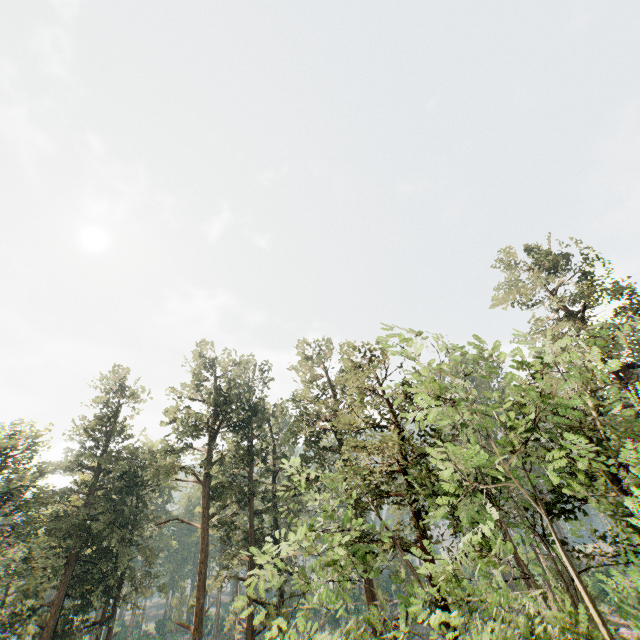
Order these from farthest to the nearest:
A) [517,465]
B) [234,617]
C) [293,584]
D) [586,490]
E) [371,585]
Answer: [293,584] < [234,617] < [371,585] < [586,490] < [517,465]
